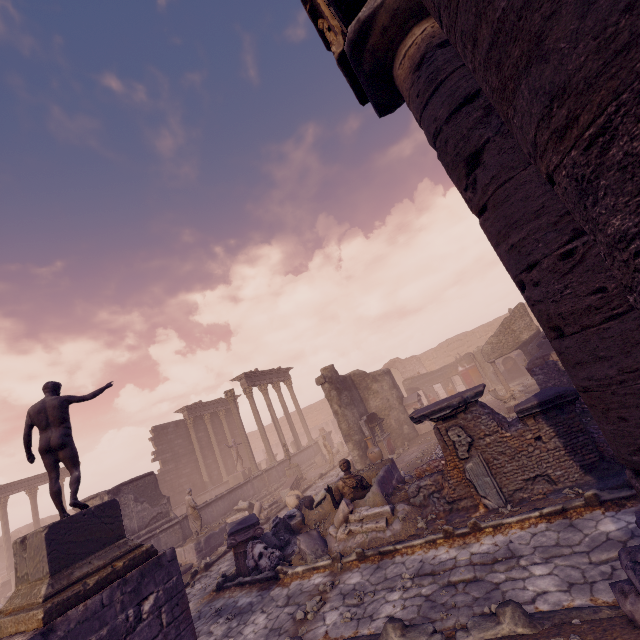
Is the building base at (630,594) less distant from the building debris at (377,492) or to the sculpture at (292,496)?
the building debris at (377,492)

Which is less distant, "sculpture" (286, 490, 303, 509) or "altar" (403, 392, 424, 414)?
"sculpture" (286, 490, 303, 509)

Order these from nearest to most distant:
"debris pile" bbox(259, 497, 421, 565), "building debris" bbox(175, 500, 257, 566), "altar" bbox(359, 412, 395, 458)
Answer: "debris pile" bbox(259, 497, 421, 565)
"building debris" bbox(175, 500, 257, 566)
"altar" bbox(359, 412, 395, 458)

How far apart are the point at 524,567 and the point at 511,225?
5.0m

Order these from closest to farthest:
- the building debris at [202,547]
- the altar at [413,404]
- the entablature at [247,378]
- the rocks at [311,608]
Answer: the rocks at [311,608], the building debris at [202,547], the altar at [413,404], the entablature at [247,378]

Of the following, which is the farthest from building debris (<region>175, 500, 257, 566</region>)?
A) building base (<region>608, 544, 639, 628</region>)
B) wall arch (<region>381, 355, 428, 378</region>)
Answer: wall arch (<region>381, 355, 428, 378</region>)

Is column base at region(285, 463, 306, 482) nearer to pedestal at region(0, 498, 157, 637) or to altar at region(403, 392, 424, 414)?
altar at region(403, 392, 424, 414)

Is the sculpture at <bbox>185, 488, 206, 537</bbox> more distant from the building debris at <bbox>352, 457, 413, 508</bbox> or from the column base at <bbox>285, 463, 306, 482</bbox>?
the column base at <bbox>285, 463, 306, 482</bbox>
